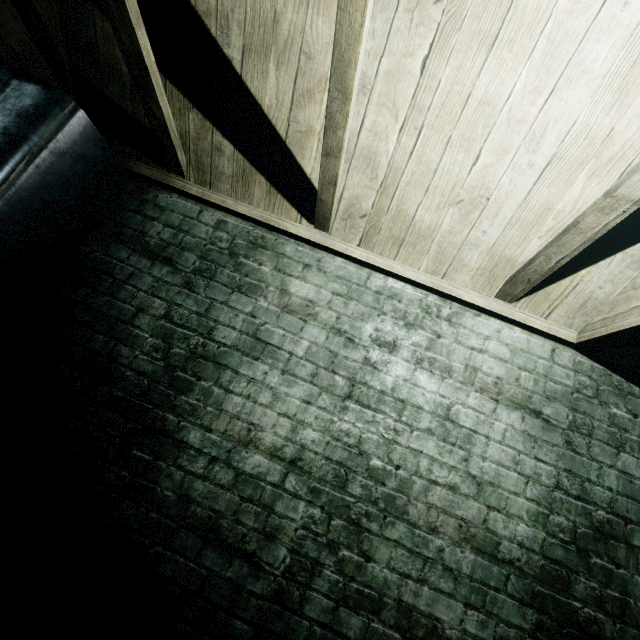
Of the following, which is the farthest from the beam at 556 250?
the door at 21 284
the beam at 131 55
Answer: the door at 21 284

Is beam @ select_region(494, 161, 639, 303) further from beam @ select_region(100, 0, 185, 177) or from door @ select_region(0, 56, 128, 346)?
door @ select_region(0, 56, 128, 346)

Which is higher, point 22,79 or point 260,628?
point 22,79

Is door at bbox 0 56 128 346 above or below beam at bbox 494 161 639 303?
below

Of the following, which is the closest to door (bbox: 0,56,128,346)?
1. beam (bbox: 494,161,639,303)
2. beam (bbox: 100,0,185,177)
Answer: beam (bbox: 100,0,185,177)

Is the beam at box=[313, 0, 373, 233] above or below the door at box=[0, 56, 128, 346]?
above

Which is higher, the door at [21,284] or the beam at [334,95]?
the beam at [334,95]
